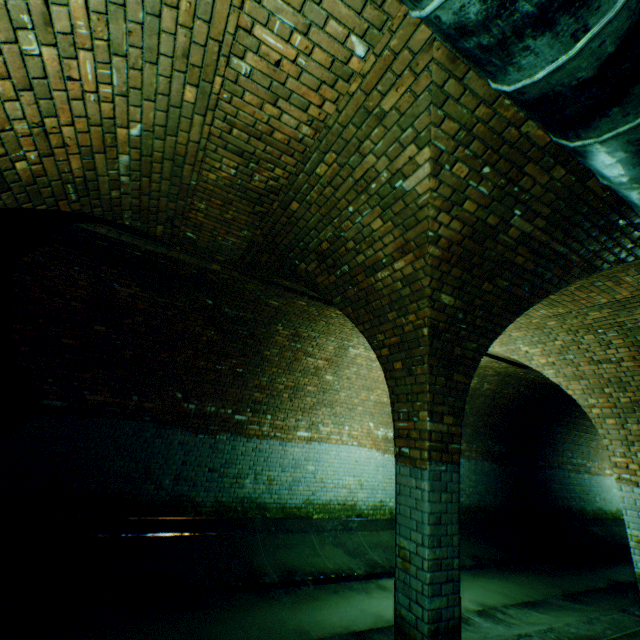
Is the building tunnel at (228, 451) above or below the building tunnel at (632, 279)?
below

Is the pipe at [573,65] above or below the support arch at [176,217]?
below

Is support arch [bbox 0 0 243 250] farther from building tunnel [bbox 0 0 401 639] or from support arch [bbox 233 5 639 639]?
support arch [bbox 233 5 639 639]

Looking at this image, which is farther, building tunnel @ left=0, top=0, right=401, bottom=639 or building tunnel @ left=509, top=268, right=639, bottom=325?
building tunnel @ left=509, top=268, right=639, bottom=325

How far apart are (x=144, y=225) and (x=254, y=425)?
4.9m

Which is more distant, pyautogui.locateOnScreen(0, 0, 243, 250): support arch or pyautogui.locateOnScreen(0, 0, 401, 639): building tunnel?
pyautogui.locateOnScreen(0, 0, 401, 639): building tunnel

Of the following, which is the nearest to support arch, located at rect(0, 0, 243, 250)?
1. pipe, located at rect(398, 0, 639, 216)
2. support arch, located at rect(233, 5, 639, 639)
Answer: pipe, located at rect(398, 0, 639, 216)

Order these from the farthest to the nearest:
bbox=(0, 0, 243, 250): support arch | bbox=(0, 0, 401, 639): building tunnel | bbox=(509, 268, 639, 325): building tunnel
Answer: bbox=(509, 268, 639, 325): building tunnel < bbox=(0, 0, 401, 639): building tunnel < bbox=(0, 0, 243, 250): support arch
